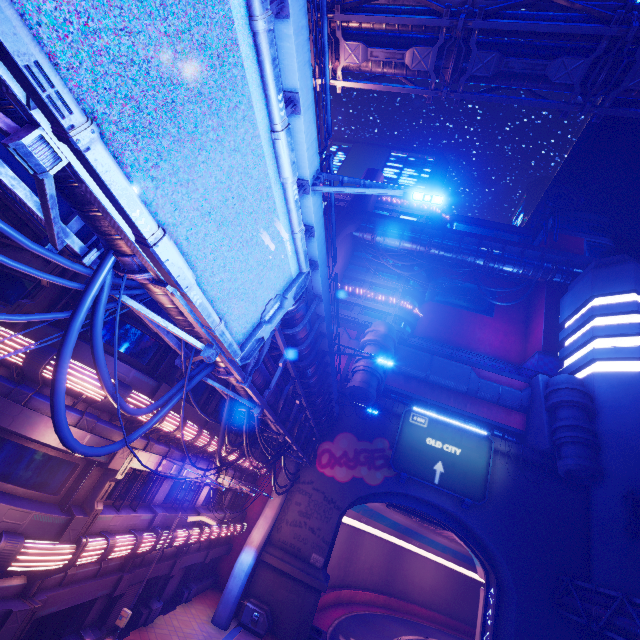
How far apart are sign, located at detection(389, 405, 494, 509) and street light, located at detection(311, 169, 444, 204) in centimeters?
2369cm

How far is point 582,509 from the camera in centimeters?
2475cm

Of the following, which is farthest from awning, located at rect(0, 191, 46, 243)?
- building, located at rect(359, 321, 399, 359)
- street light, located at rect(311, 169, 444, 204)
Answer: building, located at rect(359, 321, 399, 359)

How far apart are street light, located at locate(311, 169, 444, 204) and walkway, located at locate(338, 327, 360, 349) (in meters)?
27.15

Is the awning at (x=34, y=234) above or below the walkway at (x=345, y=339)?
below

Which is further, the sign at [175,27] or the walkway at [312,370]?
the walkway at [312,370]

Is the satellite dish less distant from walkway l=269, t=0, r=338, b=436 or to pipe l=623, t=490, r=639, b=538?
pipe l=623, t=490, r=639, b=538

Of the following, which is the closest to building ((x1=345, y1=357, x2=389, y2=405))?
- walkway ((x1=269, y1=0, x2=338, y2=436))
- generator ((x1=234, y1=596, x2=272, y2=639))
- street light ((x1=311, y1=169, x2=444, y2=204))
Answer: walkway ((x1=269, y1=0, x2=338, y2=436))
